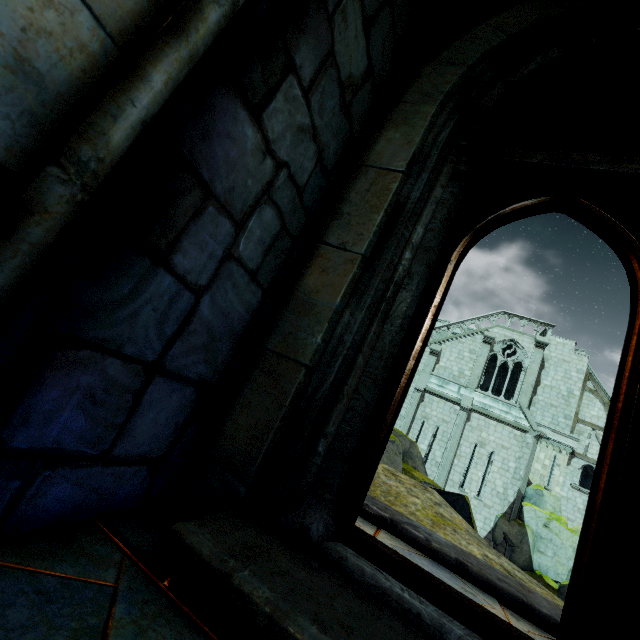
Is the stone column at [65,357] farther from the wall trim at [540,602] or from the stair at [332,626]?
the wall trim at [540,602]

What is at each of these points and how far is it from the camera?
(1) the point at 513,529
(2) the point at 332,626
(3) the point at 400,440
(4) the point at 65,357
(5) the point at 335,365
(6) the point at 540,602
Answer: (1) rock, 18.2m
(2) stair, 1.0m
(3) rock, 13.7m
(4) stone column, 1.0m
(5) building, 1.7m
(6) wall trim, 2.8m

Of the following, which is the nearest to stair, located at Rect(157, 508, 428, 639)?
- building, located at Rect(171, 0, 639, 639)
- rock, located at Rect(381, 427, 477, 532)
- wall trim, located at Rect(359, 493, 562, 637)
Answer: building, located at Rect(171, 0, 639, 639)

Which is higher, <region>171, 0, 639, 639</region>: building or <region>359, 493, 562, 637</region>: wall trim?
<region>171, 0, 639, 639</region>: building

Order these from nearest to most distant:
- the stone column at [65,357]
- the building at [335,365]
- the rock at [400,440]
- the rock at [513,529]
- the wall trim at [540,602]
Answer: the stone column at [65,357]
the building at [335,365]
the wall trim at [540,602]
the rock at [400,440]
the rock at [513,529]

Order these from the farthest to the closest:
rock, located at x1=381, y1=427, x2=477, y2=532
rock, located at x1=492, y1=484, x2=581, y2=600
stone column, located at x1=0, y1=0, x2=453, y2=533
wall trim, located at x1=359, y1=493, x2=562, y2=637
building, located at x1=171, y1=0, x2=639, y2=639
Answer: rock, located at x1=492, y1=484, x2=581, y2=600
rock, located at x1=381, y1=427, x2=477, y2=532
wall trim, located at x1=359, y1=493, x2=562, y2=637
building, located at x1=171, y1=0, x2=639, y2=639
stone column, located at x1=0, y1=0, x2=453, y2=533

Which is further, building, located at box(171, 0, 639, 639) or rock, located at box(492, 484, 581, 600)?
rock, located at box(492, 484, 581, 600)

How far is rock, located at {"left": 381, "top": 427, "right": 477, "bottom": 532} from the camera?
7.78m
